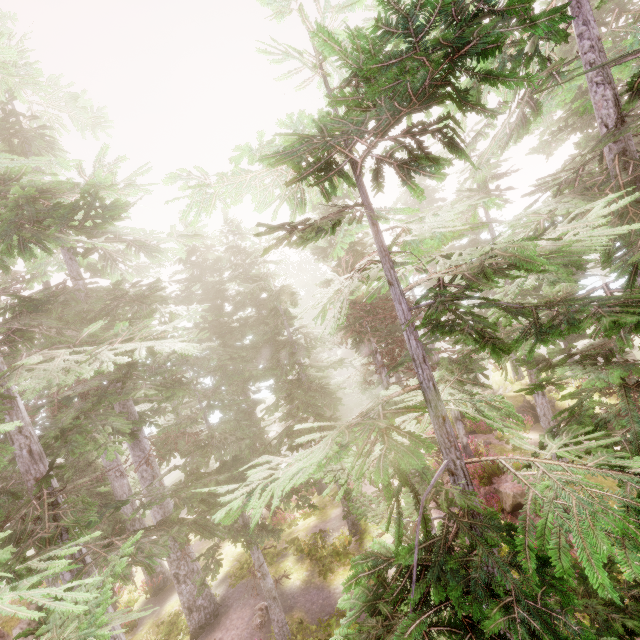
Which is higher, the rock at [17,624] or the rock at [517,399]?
the rock at [17,624]

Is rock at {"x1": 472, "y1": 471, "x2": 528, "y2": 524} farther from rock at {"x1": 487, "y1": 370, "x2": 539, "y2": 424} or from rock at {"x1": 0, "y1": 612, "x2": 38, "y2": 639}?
rock at {"x1": 0, "y1": 612, "x2": 38, "y2": 639}

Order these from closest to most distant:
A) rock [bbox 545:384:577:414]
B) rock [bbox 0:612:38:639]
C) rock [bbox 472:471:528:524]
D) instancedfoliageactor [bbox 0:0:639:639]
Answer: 1. instancedfoliageactor [bbox 0:0:639:639]
2. rock [bbox 472:471:528:524]
3. rock [bbox 0:612:38:639]
4. rock [bbox 545:384:577:414]

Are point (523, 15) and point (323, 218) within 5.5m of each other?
no

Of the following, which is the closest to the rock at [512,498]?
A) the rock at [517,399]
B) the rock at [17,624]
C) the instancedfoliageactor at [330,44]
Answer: the instancedfoliageactor at [330,44]

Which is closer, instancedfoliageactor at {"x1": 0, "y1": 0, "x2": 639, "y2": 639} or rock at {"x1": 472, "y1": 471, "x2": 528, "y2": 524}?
instancedfoliageactor at {"x1": 0, "y1": 0, "x2": 639, "y2": 639}

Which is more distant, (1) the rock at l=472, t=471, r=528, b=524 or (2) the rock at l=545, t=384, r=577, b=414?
(2) the rock at l=545, t=384, r=577, b=414

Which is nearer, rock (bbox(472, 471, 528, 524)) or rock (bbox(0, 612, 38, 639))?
rock (bbox(472, 471, 528, 524))
